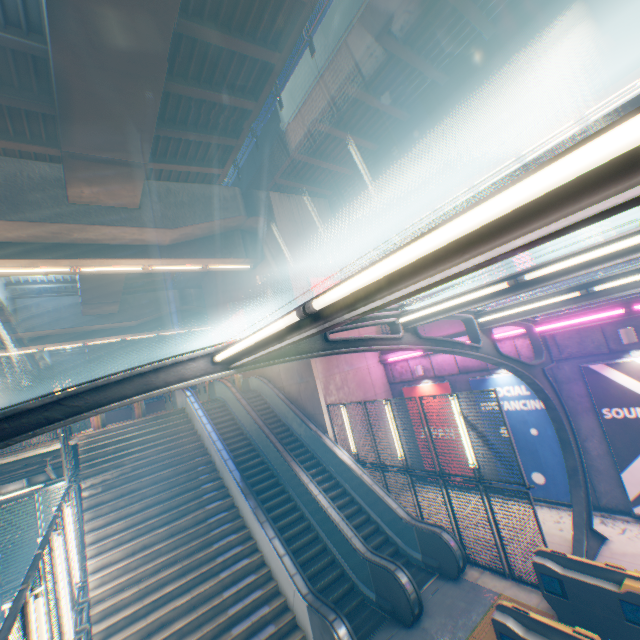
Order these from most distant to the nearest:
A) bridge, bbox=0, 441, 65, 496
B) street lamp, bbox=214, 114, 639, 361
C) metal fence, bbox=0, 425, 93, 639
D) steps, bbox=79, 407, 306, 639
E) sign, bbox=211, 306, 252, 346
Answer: sign, bbox=211, 306, 252, 346 → bridge, bbox=0, 441, 65, 496 → steps, bbox=79, 407, 306, 639 → metal fence, bbox=0, 425, 93, 639 → street lamp, bbox=214, 114, 639, 361

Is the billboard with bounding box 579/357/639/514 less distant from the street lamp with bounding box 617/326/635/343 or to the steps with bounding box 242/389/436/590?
the street lamp with bounding box 617/326/635/343

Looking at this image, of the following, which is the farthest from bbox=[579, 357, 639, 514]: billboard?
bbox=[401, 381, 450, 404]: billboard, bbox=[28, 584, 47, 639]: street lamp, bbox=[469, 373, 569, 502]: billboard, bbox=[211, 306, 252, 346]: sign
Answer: bbox=[211, 306, 252, 346]: sign

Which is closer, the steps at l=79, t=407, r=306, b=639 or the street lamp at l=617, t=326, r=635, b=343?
the steps at l=79, t=407, r=306, b=639

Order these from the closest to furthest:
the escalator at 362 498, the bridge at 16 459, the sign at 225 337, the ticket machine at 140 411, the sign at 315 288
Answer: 1. the escalator at 362 498
2. the bridge at 16 459
3. the sign at 315 288
4. the ticket machine at 140 411
5. the sign at 225 337

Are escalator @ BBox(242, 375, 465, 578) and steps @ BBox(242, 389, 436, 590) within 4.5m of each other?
yes

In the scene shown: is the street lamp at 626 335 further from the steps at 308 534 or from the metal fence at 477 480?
the steps at 308 534

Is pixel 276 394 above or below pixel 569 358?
above
